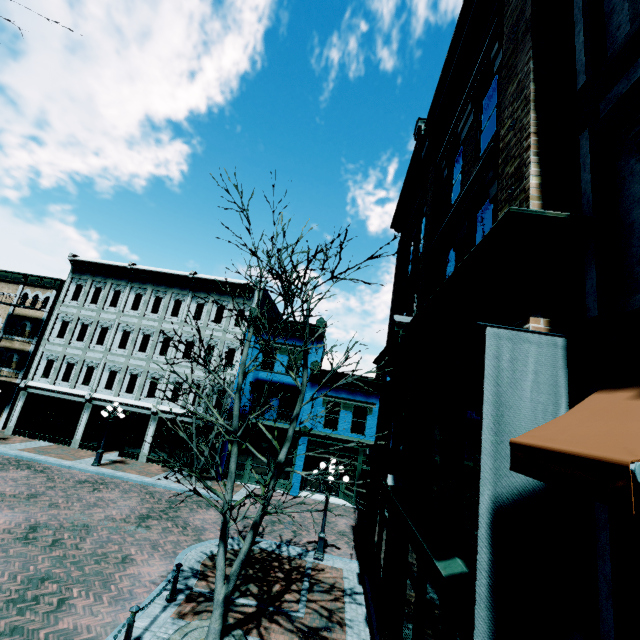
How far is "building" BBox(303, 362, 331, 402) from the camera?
21.5m

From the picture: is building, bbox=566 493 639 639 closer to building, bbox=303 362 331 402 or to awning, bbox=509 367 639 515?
awning, bbox=509 367 639 515

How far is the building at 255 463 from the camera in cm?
2048

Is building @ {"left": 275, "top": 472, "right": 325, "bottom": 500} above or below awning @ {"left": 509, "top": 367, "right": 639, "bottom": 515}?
below

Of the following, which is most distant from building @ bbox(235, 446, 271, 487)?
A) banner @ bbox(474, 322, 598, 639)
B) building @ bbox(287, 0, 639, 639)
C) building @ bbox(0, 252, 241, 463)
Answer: banner @ bbox(474, 322, 598, 639)

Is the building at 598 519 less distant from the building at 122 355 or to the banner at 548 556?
the banner at 548 556

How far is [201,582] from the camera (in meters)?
9.64
